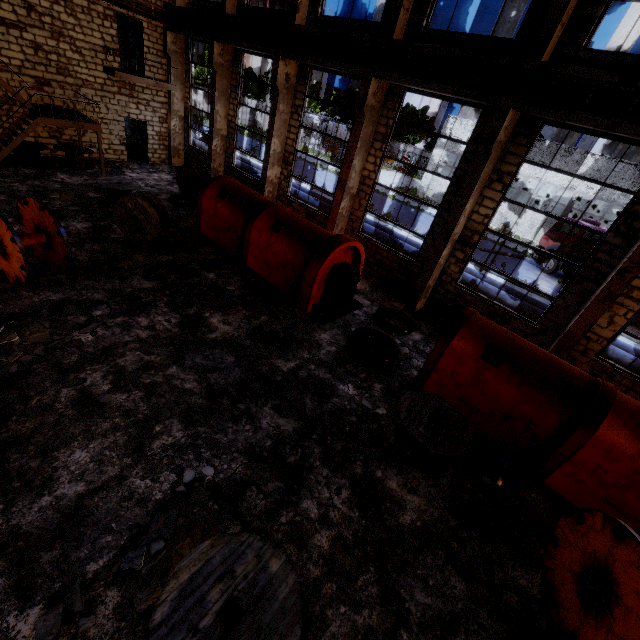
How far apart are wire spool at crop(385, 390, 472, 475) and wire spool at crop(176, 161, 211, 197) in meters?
14.3 m

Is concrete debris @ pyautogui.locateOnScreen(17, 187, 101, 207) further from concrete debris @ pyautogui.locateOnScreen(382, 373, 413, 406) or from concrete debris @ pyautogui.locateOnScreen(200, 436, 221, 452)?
concrete debris @ pyautogui.locateOnScreen(382, 373, 413, 406)

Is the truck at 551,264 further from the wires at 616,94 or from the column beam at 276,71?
the column beam at 276,71

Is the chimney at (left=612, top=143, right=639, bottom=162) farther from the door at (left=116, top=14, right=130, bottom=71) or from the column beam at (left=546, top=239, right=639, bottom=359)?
the door at (left=116, top=14, right=130, bottom=71)

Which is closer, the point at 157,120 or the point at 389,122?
the point at 389,122

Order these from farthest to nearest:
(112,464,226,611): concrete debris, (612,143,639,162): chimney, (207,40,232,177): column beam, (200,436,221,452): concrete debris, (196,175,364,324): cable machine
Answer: (612,143,639,162): chimney
(207,40,232,177): column beam
(196,175,364,324): cable machine
(200,436,221,452): concrete debris
(112,464,226,611): concrete debris

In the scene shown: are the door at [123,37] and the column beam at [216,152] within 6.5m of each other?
yes

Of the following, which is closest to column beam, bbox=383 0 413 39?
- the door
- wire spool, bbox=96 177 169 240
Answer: wire spool, bbox=96 177 169 240
